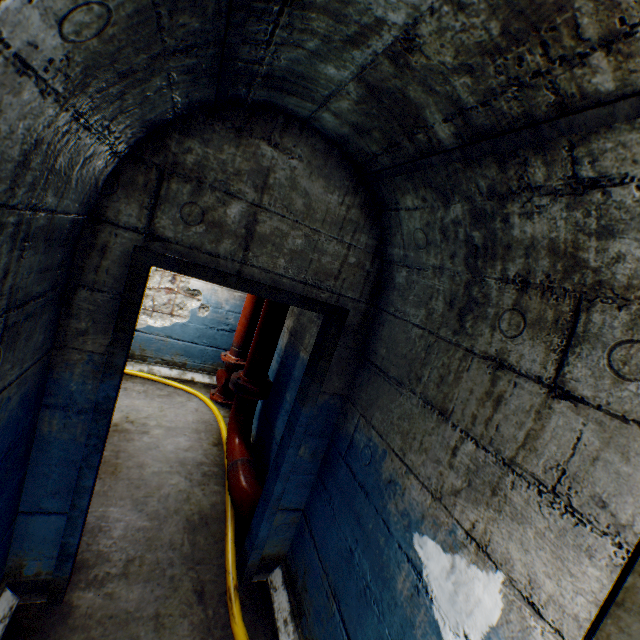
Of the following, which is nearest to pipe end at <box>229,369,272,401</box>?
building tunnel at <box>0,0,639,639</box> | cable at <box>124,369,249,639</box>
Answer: building tunnel at <box>0,0,639,639</box>

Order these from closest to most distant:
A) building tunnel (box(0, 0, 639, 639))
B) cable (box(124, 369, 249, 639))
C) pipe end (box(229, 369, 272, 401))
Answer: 1. building tunnel (box(0, 0, 639, 639))
2. cable (box(124, 369, 249, 639))
3. pipe end (box(229, 369, 272, 401))

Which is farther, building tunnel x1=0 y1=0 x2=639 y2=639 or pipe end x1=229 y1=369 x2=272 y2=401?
pipe end x1=229 y1=369 x2=272 y2=401

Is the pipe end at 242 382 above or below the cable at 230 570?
above

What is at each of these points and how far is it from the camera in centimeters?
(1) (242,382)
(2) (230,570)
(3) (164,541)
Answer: (1) pipe end, 347cm
(2) cable, 239cm
(3) building tunnel, 250cm

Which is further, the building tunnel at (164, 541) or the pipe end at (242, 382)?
the pipe end at (242, 382)

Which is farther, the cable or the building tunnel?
the cable

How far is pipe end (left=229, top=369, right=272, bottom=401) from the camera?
3.4 meters
